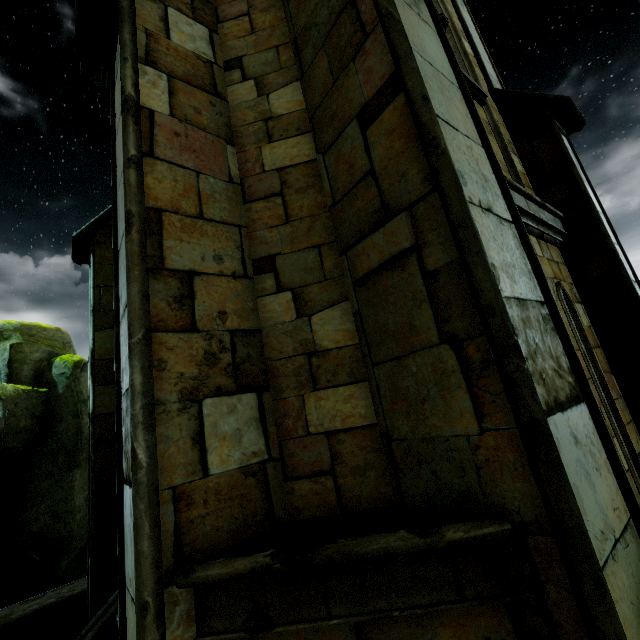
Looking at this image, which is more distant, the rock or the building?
the rock

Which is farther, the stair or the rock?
the rock

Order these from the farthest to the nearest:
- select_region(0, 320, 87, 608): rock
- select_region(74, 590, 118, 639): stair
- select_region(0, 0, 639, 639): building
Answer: select_region(0, 320, 87, 608): rock, select_region(74, 590, 118, 639): stair, select_region(0, 0, 639, 639): building

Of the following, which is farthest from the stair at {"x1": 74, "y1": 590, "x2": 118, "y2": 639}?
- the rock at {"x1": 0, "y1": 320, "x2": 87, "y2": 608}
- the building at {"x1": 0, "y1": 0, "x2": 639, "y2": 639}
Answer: the rock at {"x1": 0, "y1": 320, "x2": 87, "y2": 608}

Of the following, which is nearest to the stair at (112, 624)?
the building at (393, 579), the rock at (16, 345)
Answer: the building at (393, 579)

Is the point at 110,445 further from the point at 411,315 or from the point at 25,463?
the point at 411,315
